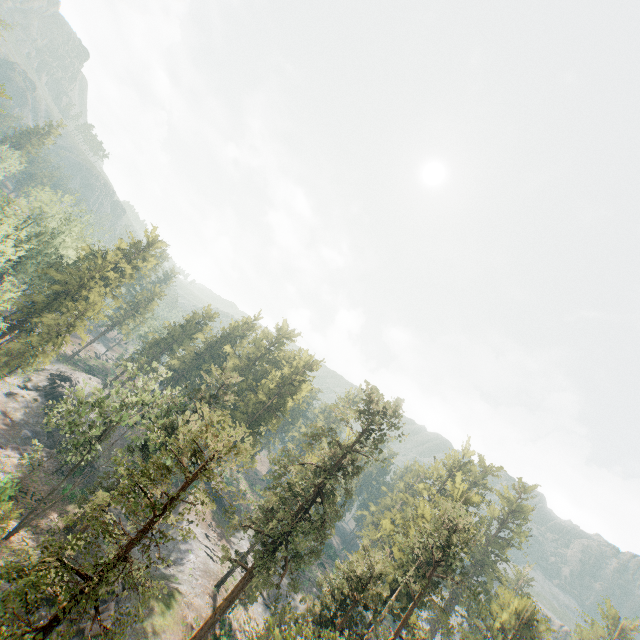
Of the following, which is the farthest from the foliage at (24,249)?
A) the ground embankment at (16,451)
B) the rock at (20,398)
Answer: the rock at (20,398)

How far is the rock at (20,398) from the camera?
48.1m

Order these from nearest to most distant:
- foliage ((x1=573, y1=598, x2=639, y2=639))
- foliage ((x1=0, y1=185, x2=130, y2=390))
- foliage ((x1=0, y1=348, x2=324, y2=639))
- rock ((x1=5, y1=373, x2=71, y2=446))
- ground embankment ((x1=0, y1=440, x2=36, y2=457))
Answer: foliage ((x1=0, y1=348, x2=324, y2=639)) → ground embankment ((x1=0, y1=440, x2=36, y2=457)) → foliage ((x1=0, y1=185, x2=130, y2=390)) → rock ((x1=5, y1=373, x2=71, y2=446)) → foliage ((x1=573, y1=598, x2=639, y2=639))

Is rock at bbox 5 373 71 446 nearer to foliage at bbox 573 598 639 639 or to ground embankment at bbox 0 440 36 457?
ground embankment at bbox 0 440 36 457

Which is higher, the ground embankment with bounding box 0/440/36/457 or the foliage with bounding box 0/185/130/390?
the foliage with bounding box 0/185/130/390

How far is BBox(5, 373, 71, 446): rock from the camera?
48.09m

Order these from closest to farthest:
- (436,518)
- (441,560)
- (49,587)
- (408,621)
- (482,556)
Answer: (49,587)
(441,560)
(436,518)
(408,621)
(482,556)
